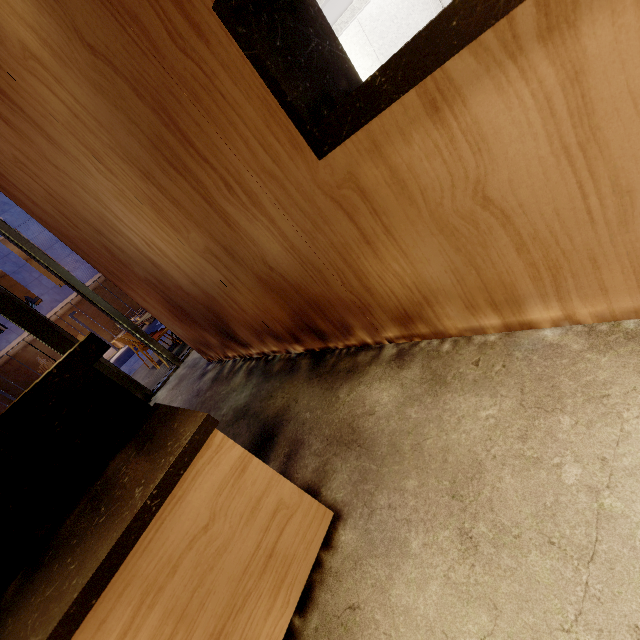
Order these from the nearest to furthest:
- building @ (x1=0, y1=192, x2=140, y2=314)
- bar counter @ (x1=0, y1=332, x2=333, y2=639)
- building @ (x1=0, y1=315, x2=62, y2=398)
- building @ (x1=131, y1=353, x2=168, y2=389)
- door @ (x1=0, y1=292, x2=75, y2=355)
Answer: bar counter @ (x1=0, y1=332, x2=333, y2=639), door @ (x1=0, y1=292, x2=75, y2=355), building @ (x1=131, y1=353, x2=168, y2=389), building @ (x1=0, y1=315, x2=62, y2=398), building @ (x1=0, y1=192, x2=140, y2=314)

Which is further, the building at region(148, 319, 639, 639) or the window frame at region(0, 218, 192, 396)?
the window frame at region(0, 218, 192, 396)

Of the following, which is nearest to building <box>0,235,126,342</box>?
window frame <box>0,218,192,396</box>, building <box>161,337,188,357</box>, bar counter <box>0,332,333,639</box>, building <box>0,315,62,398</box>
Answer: building <box>0,315,62,398</box>

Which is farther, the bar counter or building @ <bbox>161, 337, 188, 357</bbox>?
building @ <bbox>161, 337, 188, 357</bbox>

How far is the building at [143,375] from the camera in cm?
535

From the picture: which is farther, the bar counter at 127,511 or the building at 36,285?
the building at 36,285

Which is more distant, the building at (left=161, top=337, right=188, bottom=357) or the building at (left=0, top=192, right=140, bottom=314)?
the building at (left=0, top=192, right=140, bottom=314)

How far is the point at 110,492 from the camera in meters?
1.1 m
